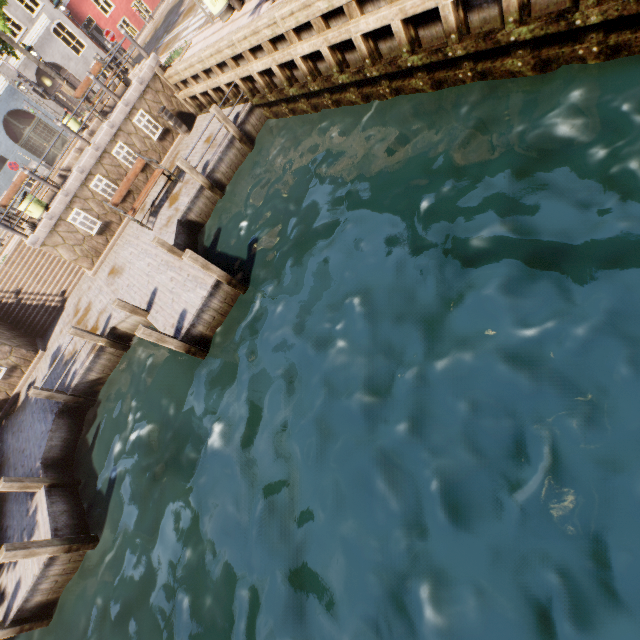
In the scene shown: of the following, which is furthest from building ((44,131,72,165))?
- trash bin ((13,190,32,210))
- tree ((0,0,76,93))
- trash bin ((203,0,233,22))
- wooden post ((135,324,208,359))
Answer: wooden post ((135,324,208,359))

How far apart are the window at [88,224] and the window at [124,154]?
2.36m

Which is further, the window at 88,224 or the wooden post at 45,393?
the window at 88,224

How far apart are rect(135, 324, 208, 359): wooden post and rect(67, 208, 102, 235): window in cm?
813

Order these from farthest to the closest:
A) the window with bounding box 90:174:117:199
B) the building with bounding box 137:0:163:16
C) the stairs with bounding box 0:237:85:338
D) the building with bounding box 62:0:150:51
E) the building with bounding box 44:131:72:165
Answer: the building with bounding box 137:0:163:16 < the building with bounding box 44:131:72:165 < the building with bounding box 62:0:150:51 < the stairs with bounding box 0:237:85:338 < the window with bounding box 90:174:117:199

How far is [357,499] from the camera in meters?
4.6 m

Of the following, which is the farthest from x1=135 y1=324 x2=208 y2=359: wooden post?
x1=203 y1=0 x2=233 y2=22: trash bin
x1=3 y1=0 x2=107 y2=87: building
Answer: x1=3 y1=0 x2=107 y2=87: building

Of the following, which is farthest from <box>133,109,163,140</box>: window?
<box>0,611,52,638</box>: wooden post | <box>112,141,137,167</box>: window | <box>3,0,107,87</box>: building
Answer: <box>3,0,107,87</box>: building
